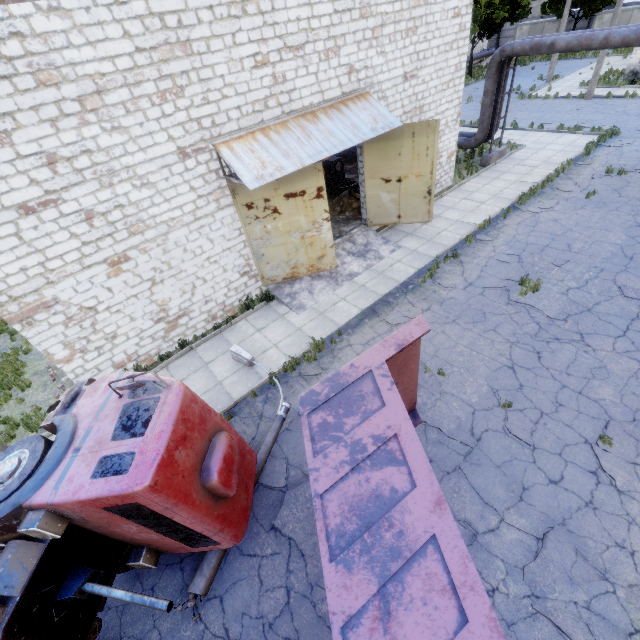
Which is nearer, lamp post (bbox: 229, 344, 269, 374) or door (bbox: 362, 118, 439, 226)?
lamp post (bbox: 229, 344, 269, 374)

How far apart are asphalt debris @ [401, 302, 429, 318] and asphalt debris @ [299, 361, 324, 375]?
1.96m

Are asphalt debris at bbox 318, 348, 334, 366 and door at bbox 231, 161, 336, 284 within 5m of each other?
yes

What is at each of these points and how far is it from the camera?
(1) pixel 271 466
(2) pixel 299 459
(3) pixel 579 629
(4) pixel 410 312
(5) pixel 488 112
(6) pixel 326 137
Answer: (1) asphalt debris, 7.4m
(2) asphalt debris, 7.4m
(3) asphalt debris, 4.8m
(4) asphalt debris, 10.3m
(5) pipe, 16.7m
(6) awning, 9.8m

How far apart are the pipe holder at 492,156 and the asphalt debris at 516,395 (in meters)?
14.77

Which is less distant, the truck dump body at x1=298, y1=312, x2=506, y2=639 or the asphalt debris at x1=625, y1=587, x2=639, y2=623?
the truck dump body at x1=298, y1=312, x2=506, y2=639

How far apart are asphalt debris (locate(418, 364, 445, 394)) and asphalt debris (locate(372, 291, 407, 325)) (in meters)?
1.75

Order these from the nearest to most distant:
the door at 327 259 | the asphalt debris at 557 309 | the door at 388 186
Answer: the asphalt debris at 557 309 < the door at 327 259 < the door at 388 186
